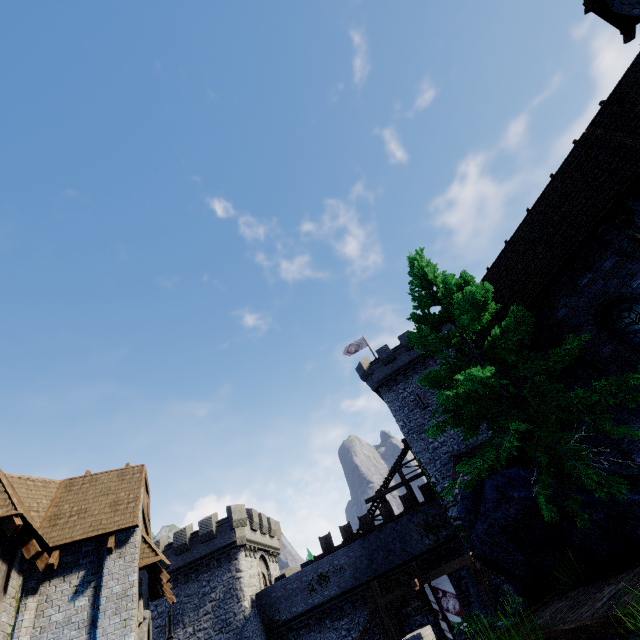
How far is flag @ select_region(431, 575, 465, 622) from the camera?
18.6 meters

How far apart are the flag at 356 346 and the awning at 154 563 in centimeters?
2445cm

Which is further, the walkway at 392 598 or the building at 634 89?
the walkway at 392 598

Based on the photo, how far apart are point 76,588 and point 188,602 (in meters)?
22.46

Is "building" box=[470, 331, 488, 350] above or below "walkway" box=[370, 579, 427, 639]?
above

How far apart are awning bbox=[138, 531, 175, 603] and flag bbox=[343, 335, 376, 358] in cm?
2445

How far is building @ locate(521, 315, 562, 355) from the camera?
9.7m

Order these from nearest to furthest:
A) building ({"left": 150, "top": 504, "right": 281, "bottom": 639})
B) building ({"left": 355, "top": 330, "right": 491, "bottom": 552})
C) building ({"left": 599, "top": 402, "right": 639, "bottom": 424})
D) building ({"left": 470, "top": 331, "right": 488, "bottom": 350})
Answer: building ({"left": 599, "top": 402, "right": 639, "bottom": 424})
building ({"left": 470, "top": 331, "right": 488, "bottom": 350})
building ({"left": 355, "top": 330, "right": 491, "bottom": 552})
building ({"left": 150, "top": 504, "right": 281, "bottom": 639})
